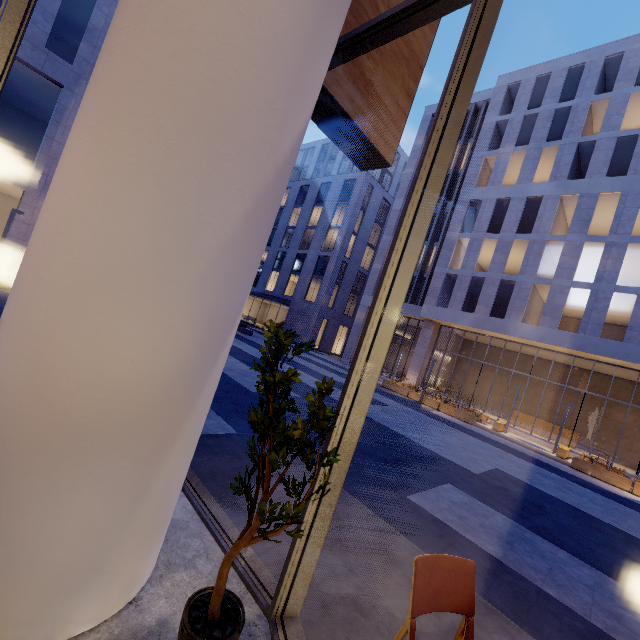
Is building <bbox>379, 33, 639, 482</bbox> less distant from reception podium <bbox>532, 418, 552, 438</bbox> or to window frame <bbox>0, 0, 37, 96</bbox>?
reception podium <bbox>532, 418, 552, 438</bbox>

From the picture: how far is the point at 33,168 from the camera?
14.3 meters

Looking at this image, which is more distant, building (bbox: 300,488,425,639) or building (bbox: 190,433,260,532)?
building (bbox: 190,433,260,532)

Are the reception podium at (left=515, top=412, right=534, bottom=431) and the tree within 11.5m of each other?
no

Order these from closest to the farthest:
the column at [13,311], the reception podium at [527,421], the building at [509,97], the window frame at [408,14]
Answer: the column at [13,311] < the window frame at [408,14] < the building at [509,97] < the reception podium at [527,421]

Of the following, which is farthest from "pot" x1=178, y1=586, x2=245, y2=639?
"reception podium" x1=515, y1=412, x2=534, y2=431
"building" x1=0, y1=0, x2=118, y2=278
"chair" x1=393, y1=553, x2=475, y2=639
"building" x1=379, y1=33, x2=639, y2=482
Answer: "reception podium" x1=515, y1=412, x2=534, y2=431

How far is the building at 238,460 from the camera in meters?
3.0

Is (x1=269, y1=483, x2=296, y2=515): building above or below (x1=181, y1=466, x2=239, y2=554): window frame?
below
